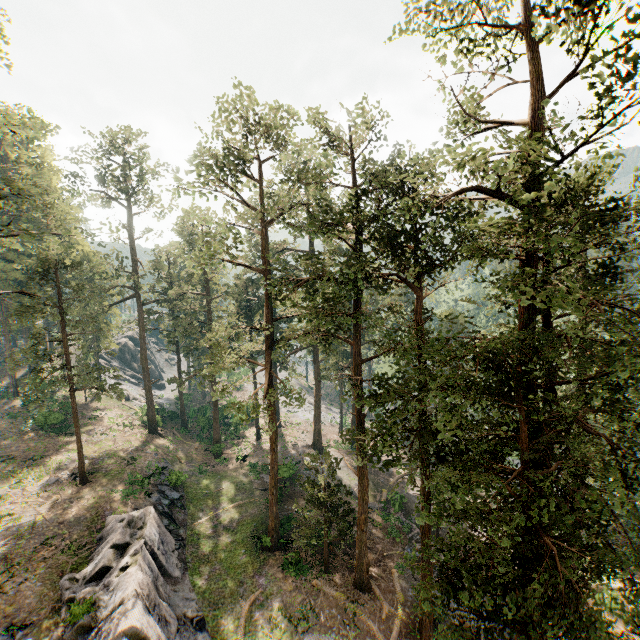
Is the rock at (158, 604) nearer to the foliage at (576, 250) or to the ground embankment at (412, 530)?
the foliage at (576, 250)

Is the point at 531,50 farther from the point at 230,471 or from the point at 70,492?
the point at 230,471

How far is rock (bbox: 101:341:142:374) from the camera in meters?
57.7 m

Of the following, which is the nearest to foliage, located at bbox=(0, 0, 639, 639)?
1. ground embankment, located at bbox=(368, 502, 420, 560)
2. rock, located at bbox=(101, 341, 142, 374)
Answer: ground embankment, located at bbox=(368, 502, 420, 560)

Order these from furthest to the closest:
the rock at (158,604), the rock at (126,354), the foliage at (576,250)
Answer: the rock at (126,354)
the rock at (158,604)
the foliage at (576,250)

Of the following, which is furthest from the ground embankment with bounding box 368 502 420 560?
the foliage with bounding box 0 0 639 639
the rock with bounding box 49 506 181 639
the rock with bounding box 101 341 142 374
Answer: the rock with bounding box 101 341 142 374

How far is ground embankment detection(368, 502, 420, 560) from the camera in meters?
26.3 m

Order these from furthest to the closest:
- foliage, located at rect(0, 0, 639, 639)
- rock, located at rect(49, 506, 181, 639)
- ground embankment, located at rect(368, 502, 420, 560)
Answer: ground embankment, located at rect(368, 502, 420, 560)
rock, located at rect(49, 506, 181, 639)
foliage, located at rect(0, 0, 639, 639)
